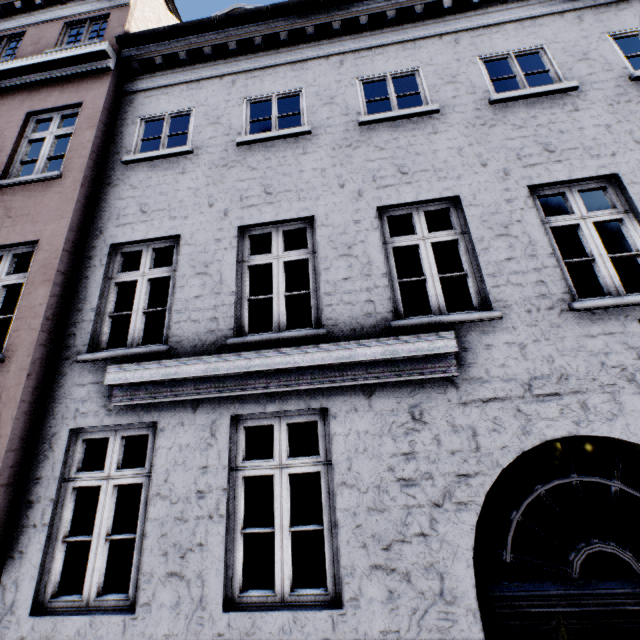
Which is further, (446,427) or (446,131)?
(446,131)
